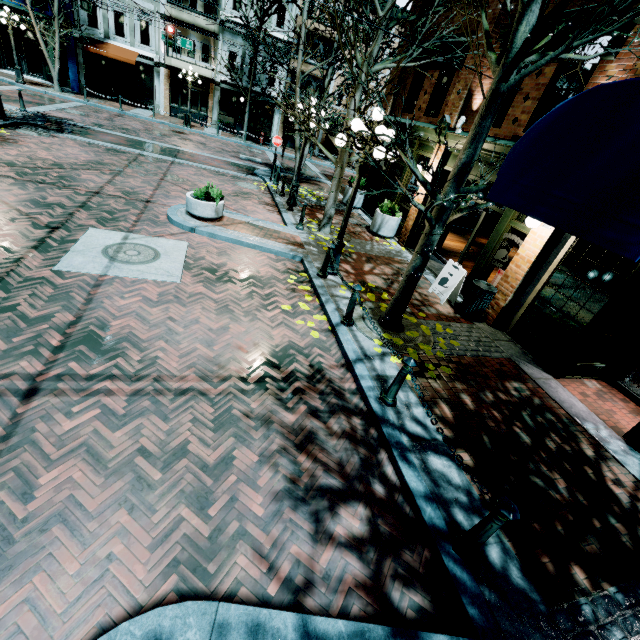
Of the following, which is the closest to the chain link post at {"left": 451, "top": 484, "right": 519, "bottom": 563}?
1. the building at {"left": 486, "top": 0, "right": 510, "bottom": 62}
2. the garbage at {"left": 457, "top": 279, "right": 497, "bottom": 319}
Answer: the building at {"left": 486, "top": 0, "right": 510, "bottom": 62}

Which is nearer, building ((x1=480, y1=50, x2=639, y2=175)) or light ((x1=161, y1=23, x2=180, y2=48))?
building ((x1=480, y1=50, x2=639, y2=175))

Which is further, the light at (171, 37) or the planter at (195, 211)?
the light at (171, 37)

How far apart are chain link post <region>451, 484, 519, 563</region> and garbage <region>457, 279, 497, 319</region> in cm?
571

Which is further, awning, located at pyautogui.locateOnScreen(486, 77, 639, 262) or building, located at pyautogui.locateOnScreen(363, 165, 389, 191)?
building, located at pyautogui.locateOnScreen(363, 165, 389, 191)

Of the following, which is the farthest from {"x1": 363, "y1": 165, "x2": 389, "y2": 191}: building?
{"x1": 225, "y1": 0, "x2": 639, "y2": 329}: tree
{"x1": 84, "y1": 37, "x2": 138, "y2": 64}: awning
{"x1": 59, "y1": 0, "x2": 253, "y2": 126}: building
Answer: {"x1": 84, "y1": 37, "x2": 138, "y2": 64}: awning

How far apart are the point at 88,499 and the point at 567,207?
5.36m

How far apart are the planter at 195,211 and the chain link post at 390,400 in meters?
6.9
